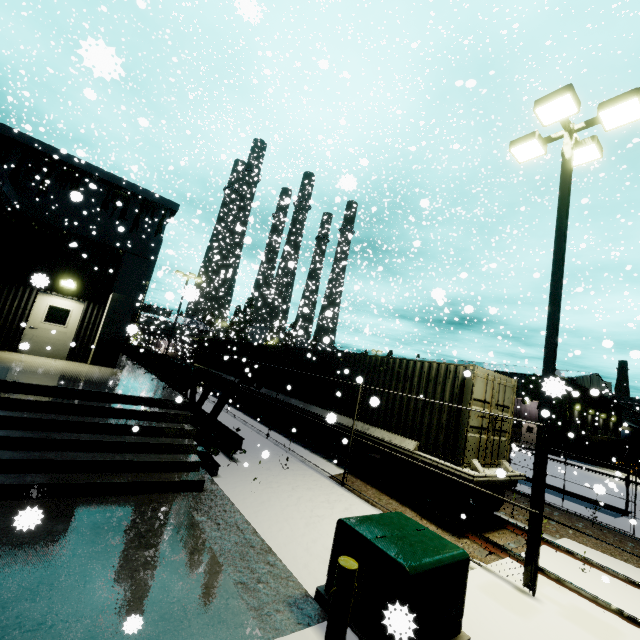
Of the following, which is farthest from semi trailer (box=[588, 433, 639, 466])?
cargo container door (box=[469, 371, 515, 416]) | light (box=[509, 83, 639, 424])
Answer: light (box=[509, 83, 639, 424])

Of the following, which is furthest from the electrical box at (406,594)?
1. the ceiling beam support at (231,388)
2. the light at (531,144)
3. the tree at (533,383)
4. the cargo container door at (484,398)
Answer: the tree at (533,383)

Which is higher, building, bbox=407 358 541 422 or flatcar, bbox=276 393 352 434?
building, bbox=407 358 541 422

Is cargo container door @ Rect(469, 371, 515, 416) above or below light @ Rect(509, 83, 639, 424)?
below

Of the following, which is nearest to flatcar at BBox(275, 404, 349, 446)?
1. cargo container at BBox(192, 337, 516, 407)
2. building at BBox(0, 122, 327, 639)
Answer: cargo container at BBox(192, 337, 516, 407)

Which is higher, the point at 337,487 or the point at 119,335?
the point at 119,335

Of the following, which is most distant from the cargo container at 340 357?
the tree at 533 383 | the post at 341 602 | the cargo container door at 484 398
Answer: the post at 341 602

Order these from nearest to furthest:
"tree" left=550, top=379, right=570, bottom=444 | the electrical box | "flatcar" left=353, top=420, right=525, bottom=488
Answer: "tree" left=550, top=379, right=570, bottom=444 → the electrical box → "flatcar" left=353, top=420, right=525, bottom=488
